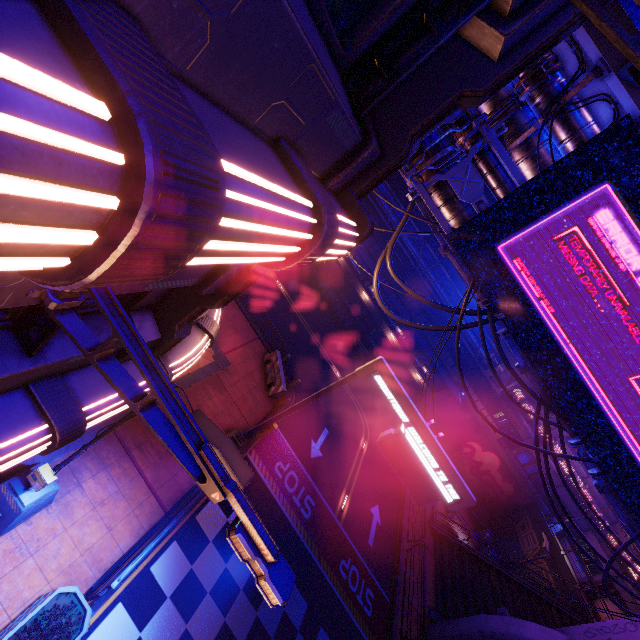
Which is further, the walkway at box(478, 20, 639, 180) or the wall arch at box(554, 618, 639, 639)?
the wall arch at box(554, 618, 639, 639)

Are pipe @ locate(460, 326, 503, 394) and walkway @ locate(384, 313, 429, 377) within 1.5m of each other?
no

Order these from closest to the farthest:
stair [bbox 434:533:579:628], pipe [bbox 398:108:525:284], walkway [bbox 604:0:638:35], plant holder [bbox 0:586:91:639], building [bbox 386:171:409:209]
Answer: plant holder [bbox 0:586:91:639] → walkway [bbox 604:0:638:35] → pipe [bbox 398:108:525:284] → stair [bbox 434:533:579:628] → building [bbox 386:171:409:209]

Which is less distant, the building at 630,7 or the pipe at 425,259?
the pipe at 425,259

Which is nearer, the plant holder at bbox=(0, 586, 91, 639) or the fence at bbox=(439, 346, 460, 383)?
the plant holder at bbox=(0, 586, 91, 639)

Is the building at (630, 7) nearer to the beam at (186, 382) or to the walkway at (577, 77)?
the walkway at (577, 77)

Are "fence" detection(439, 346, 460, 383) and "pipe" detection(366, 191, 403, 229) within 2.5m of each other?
yes

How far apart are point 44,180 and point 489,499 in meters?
41.7
